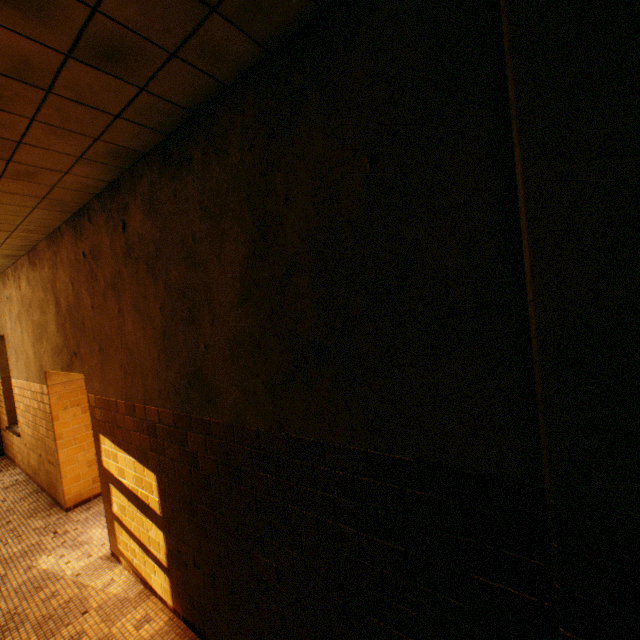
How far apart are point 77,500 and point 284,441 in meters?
5.3
